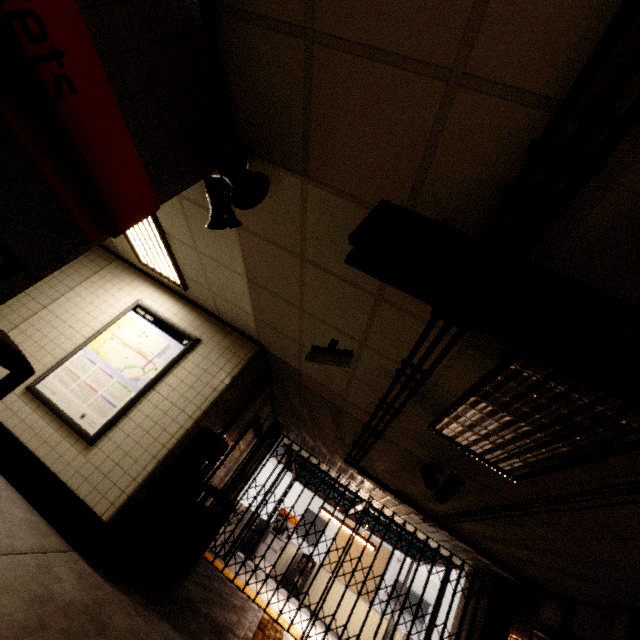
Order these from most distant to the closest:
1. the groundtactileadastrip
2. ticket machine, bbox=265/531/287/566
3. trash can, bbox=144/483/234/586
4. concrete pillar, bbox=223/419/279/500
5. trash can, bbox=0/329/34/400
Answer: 1. ticket machine, bbox=265/531/287/566
2. concrete pillar, bbox=223/419/279/500
3. the groundtactileadastrip
4. trash can, bbox=144/483/234/586
5. trash can, bbox=0/329/34/400

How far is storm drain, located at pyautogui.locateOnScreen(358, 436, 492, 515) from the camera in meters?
4.5 m

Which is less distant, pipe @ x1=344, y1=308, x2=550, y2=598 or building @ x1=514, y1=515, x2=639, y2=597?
pipe @ x1=344, y1=308, x2=550, y2=598

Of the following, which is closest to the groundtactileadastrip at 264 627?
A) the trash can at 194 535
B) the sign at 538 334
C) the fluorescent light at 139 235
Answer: the trash can at 194 535

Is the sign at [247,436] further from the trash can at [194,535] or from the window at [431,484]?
the window at [431,484]

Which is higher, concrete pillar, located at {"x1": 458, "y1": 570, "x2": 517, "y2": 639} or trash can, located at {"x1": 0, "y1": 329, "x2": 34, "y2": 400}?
concrete pillar, located at {"x1": 458, "y1": 570, "x2": 517, "y2": 639}

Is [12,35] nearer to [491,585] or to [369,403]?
[369,403]

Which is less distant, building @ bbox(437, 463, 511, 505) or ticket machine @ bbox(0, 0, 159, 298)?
ticket machine @ bbox(0, 0, 159, 298)
